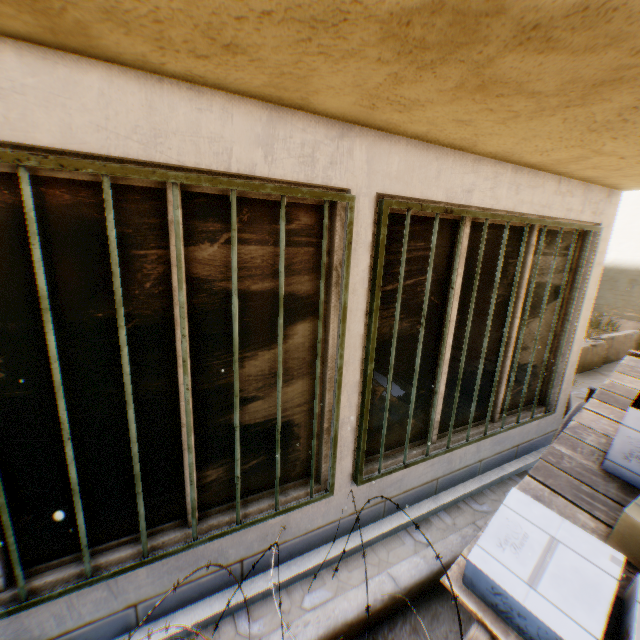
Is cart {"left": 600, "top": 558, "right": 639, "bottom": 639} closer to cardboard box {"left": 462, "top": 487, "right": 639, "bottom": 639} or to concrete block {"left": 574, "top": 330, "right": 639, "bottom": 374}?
cardboard box {"left": 462, "top": 487, "right": 639, "bottom": 639}

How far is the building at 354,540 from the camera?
2.8m

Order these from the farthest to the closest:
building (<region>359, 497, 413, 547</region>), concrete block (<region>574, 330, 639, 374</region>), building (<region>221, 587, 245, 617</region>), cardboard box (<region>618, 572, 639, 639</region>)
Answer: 1. concrete block (<region>574, 330, 639, 374</region>)
2. building (<region>359, 497, 413, 547</region>)
3. building (<region>221, 587, 245, 617</region>)
4. cardboard box (<region>618, 572, 639, 639</region>)

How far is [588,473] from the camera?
2.9m

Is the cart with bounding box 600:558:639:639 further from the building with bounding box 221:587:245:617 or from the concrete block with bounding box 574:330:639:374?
the concrete block with bounding box 574:330:639:374

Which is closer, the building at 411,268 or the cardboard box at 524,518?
the building at 411,268

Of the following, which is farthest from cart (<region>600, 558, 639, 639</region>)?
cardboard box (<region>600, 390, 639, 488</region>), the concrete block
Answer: the concrete block
